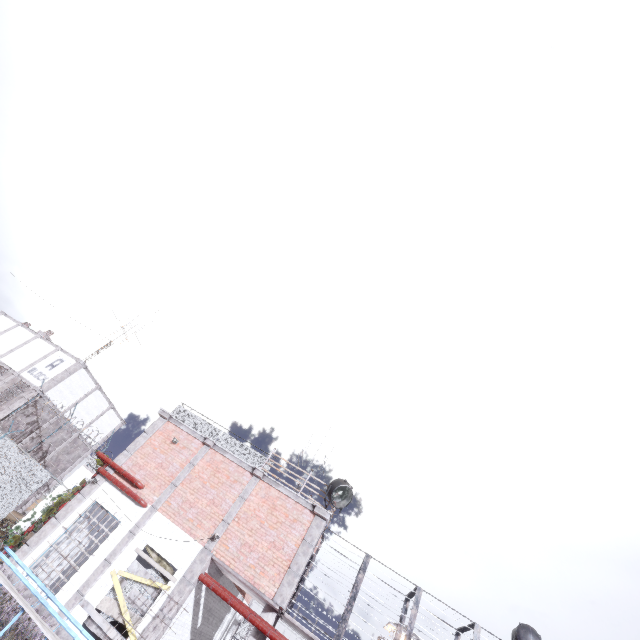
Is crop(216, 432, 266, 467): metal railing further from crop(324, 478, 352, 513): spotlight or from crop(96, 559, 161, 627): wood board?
crop(96, 559, 161, 627): wood board

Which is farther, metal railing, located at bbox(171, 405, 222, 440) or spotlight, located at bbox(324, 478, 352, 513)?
metal railing, located at bbox(171, 405, 222, 440)

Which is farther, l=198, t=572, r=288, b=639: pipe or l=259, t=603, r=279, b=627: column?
l=259, t=603, r=279, b=627: column

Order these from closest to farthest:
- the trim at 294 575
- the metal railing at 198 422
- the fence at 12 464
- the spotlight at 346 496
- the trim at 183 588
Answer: the trim at 183 588, the trim at 294 575, the spotlight at 346 496, the fence at 12 464, the metal railing at 198 422

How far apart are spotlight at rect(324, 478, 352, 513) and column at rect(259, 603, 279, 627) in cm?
349

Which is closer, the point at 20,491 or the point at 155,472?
the point at 155,472

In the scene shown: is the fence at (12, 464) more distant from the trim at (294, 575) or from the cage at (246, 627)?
the cage at (246, 627)

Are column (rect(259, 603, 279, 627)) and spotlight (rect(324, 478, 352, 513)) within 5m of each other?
yes
